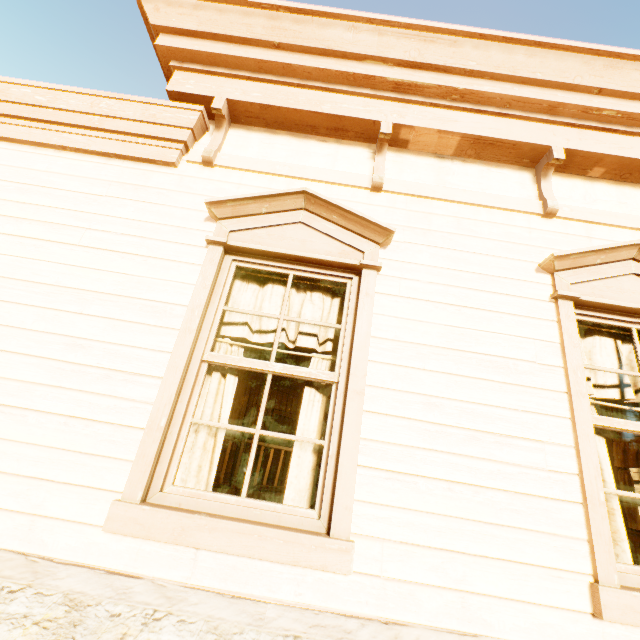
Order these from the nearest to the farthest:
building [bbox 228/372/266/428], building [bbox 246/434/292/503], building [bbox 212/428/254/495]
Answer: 1. building [bbox 212/428/254/495]
2. building [bbox 246/434/292/503]
3. building [bbox 228/372/266/428]

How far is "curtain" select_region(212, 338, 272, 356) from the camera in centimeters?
229cm

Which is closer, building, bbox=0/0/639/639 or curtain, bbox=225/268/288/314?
building, bbox=0/0/639/639

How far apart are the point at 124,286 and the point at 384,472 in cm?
208

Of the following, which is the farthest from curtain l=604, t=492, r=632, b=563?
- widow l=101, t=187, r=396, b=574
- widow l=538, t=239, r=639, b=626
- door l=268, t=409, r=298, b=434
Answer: door l=268, t=409, r=298, b=434

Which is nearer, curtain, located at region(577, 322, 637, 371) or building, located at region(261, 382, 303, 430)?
curtain, located at region(577, 322, 637, 371)

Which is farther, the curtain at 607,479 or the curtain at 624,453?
the curtain at 624,453

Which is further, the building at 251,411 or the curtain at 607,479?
the building at 251,411
